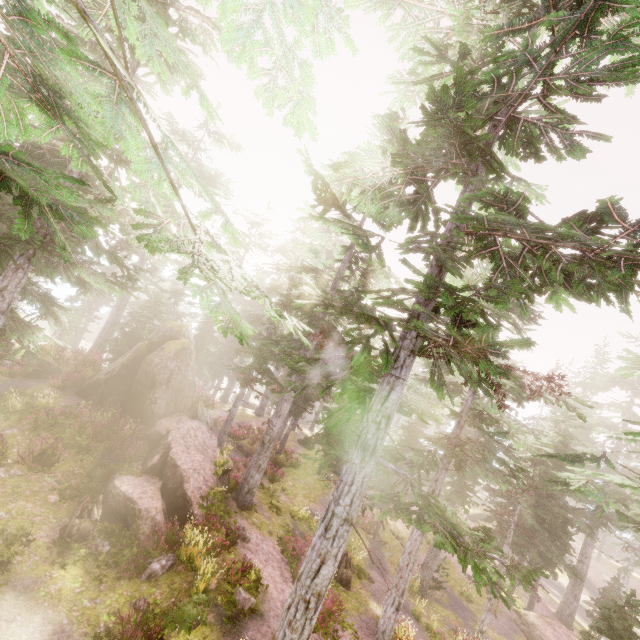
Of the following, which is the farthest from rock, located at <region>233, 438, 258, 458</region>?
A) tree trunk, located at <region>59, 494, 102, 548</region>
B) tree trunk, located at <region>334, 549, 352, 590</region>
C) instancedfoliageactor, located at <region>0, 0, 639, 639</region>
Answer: tree trunk, located at <region>334, 549, 352, 590</region>

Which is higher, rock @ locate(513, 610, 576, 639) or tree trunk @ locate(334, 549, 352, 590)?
tree trunk @ locate(334, 549, 352, 590)

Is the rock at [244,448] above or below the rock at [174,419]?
below

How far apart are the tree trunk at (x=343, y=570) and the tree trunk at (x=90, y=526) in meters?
11.7

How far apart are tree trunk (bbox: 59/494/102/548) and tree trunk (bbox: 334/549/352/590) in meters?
11.7

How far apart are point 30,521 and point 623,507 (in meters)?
28.03

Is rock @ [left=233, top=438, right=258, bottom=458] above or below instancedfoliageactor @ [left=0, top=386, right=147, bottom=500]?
below

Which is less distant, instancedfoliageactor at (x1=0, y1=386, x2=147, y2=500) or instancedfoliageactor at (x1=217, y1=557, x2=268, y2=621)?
instancedfoliageactor at (x1=217, y1=557, x2=268, y2=621)
